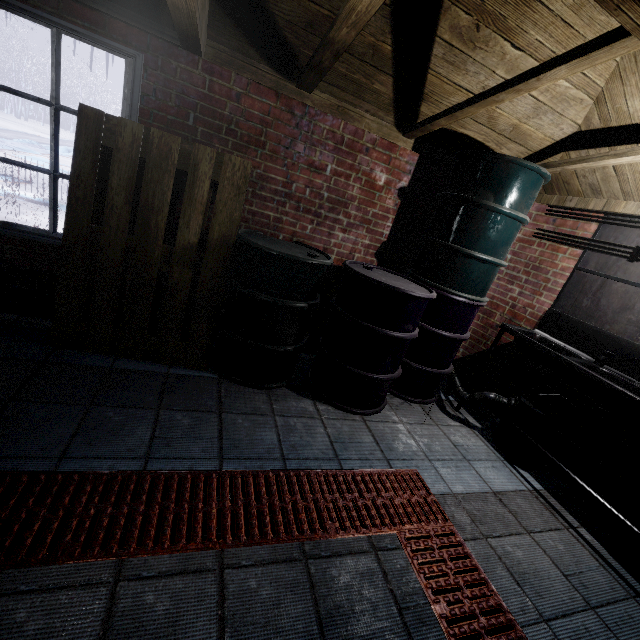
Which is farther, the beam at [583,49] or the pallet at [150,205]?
the pallet at [150,205]

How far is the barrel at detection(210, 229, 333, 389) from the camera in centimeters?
211cm

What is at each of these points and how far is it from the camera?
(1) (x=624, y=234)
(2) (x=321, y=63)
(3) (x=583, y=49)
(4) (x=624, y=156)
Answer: (1) sink, 2.4 meters
(2) beam, 1.9 meters
(3) beam, 1.4 meters
(4) beam, 2.1 meters

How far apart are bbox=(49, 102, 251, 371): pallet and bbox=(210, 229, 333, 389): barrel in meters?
0.0 m

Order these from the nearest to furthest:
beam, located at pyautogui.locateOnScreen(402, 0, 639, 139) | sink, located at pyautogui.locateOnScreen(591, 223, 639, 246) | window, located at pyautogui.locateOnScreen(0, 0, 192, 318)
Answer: beam, located at pyautogui.locateOnScreen(402, 0, 639, 139), window, located at pyautogui.locateOnScreen(0, 0, 192, 318), sink, located at pyautogui.locateOnScreen(591, 223, 639, 246)

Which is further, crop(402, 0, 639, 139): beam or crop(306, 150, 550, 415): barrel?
crop(306, 150, 550, 415): barrel

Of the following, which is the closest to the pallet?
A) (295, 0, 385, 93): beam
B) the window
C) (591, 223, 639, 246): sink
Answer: the window

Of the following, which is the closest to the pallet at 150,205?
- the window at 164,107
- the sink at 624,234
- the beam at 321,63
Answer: the window at 164,107
